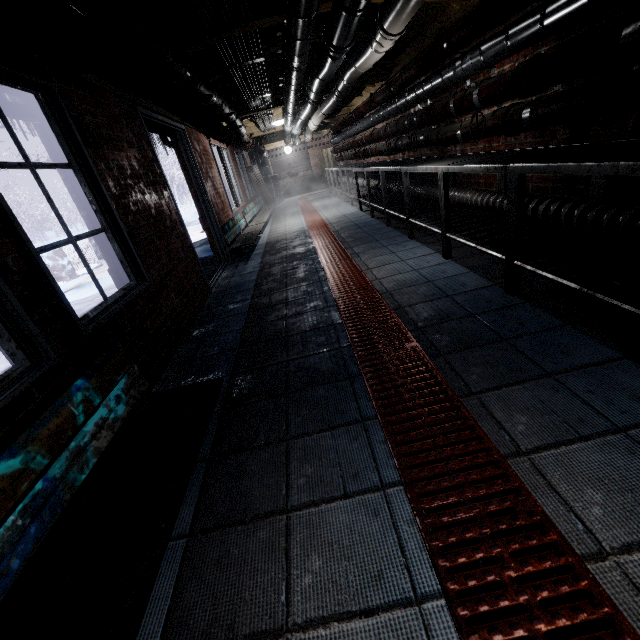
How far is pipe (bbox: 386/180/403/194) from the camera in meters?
5.1

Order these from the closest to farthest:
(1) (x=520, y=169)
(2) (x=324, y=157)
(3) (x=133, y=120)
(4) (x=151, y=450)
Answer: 1. (4) (x=151, y=450)
2. (1) (x=520, y=169)
3. (3) (x=133, y=120)
4. (2) (x=324, y=157)

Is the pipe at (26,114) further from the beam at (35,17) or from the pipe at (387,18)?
the pipe at (387,18)

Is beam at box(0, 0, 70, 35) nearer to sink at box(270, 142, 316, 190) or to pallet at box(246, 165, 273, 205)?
pallet at box(246, 165, 273, 205)

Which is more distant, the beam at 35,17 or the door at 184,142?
the door at 184,142

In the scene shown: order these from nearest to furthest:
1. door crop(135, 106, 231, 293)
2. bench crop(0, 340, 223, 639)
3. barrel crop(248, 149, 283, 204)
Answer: bench crop(0, 340, 223, 639)
door crop(135, 106, 231, 293)
barrel crop(248, 149, 283, 204)

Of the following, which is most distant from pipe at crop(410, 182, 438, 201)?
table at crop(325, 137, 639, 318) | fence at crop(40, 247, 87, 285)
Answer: fence at crop(40, 247, 87, 285)

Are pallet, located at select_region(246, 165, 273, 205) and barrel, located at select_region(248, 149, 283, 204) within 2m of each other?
yes
